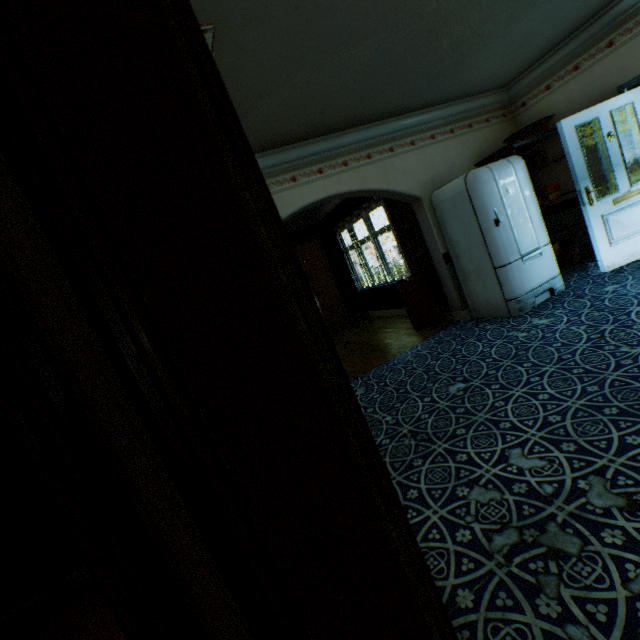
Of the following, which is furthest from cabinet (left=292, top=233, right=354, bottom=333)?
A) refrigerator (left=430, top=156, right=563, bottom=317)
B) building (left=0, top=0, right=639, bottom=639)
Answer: refrigerator (left=430, top=156, right=563, bottom=317)

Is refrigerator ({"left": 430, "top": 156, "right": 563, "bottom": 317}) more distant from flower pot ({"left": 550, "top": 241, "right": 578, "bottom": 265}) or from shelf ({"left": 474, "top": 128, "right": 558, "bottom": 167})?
flower pot ({"left": 550, "top": 241, "right": 578, "bottom": 265})

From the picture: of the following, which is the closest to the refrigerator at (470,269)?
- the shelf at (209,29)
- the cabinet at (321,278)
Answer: the shelf at (209,29)

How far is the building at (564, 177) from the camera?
5.1 meters

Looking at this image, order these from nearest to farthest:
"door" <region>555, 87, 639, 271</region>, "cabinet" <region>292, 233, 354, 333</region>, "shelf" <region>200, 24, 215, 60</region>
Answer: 1. "shelf" <region>200, 24, 215, 60</region>
2. "door" <region>555, 87, 639, 271</region>
3. "cabinet" <region>292, 233, 354, 333</region>

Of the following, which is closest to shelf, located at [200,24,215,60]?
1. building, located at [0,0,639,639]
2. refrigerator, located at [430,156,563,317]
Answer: building, located at [0,0,639,639]

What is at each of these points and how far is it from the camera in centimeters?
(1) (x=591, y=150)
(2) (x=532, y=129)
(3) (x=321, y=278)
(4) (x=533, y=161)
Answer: (1) building, 475cm
(2) basin, 480cm
(3) cabinet, 834cm
(4) jar, 501cm

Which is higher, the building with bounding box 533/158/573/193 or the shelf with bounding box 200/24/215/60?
the shelf with bounding box 200/24/215/60
